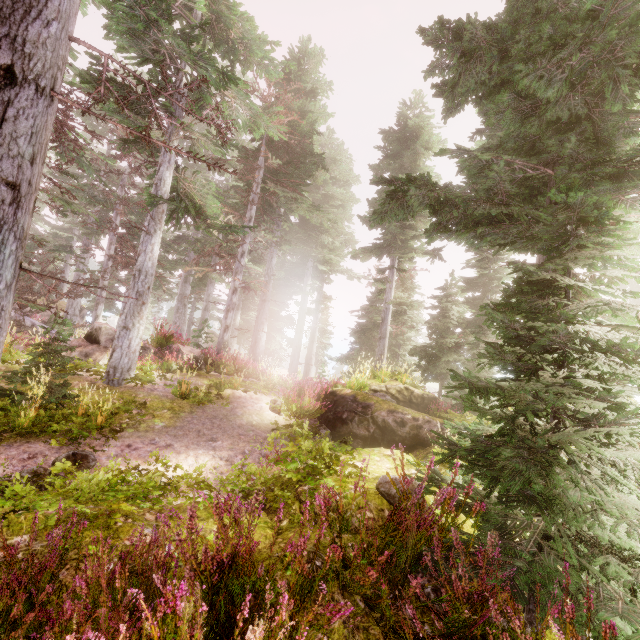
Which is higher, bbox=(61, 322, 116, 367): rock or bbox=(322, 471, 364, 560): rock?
bbox=(61, 322, 116, 367): rock

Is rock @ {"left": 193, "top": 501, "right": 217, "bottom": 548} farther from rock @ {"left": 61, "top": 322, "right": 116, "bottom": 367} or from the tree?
the tree

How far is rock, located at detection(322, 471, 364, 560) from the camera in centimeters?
280cm

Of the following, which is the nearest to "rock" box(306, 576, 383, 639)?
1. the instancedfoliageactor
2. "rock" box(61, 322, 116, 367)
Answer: the instancedfoliageactor

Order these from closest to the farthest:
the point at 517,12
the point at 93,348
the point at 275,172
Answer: the point at 517,12 < the point at 93,348 < the point at 275,172

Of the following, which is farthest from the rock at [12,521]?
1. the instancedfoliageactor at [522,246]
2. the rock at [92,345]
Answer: the rock at [92,345]

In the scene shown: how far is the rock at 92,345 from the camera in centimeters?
1062cm
